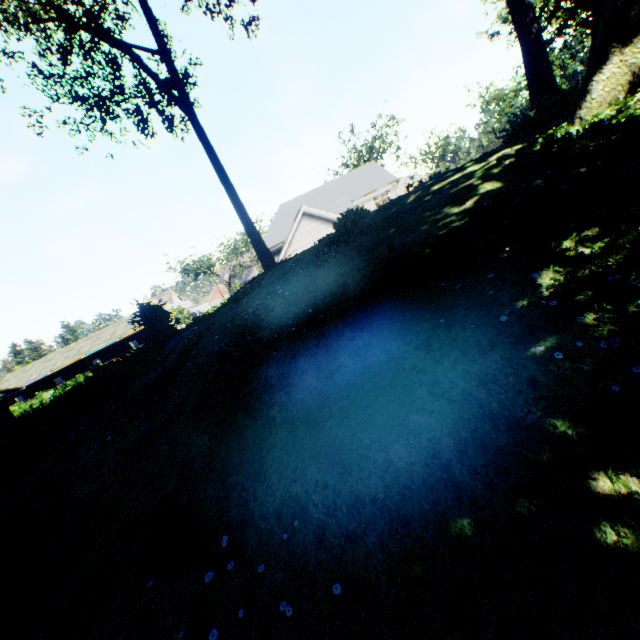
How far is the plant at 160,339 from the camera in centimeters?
2009cm

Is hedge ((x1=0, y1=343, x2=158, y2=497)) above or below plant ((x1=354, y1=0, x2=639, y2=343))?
below

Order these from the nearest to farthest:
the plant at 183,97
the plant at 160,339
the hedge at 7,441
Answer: the hedge at 7,441 → the plant at 183,97 → the plant at 160,339

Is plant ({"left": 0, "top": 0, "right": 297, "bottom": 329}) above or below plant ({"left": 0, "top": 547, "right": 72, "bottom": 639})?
above

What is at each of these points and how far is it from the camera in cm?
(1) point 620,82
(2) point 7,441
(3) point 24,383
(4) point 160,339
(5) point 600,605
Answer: (1) plant, 591
(2) hedge, 1082
(3) house, 3853
(4) plant, 2016
(5) plant, 181

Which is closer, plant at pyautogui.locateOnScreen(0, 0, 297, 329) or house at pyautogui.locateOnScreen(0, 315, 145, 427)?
plant at pyautogui.locateOnScreen(0, 0, 297, 329)

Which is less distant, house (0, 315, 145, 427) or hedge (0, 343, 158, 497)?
hedge (0, 343, 158, 497)
